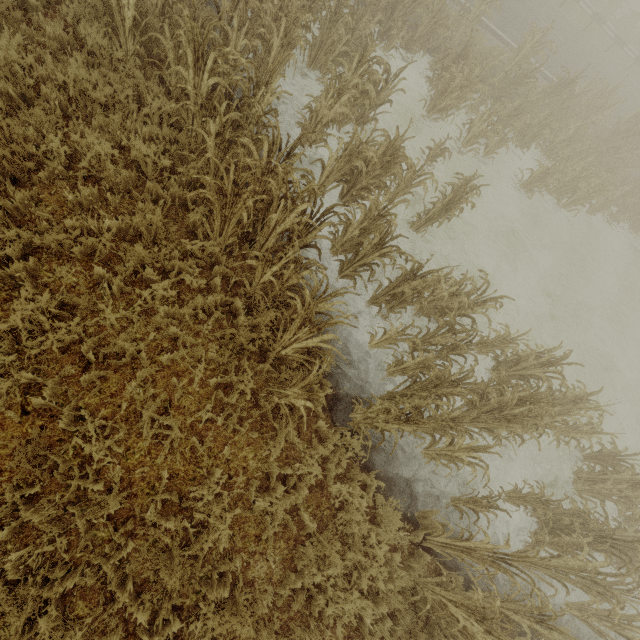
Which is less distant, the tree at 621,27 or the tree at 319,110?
the tree at 319,110

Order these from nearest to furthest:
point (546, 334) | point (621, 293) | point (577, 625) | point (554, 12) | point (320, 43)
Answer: point (577, 625), point (320, 43), point (546, 334), point (621, 293), point (554, 12)

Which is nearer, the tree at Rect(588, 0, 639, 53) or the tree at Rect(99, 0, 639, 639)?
the tree at Rect(99, 0, 639, 639)
